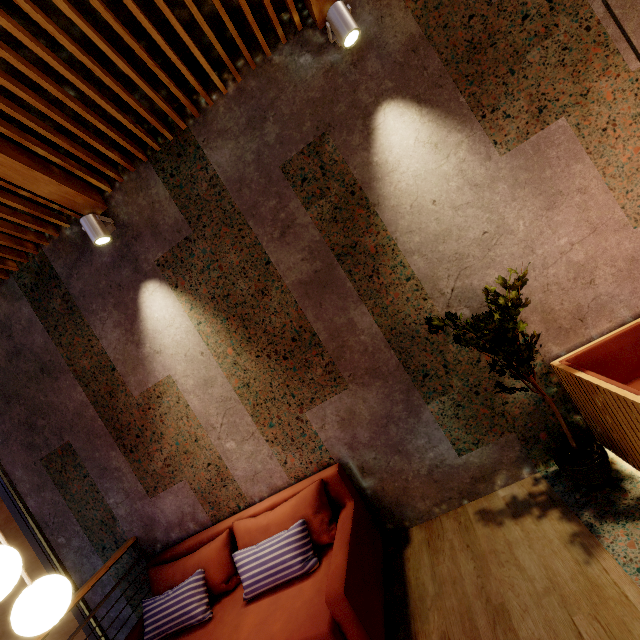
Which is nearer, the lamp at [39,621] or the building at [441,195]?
the lamp at [39,621]

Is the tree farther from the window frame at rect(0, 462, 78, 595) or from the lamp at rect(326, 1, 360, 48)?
the window frame at rect(0, 462, 78, 595)

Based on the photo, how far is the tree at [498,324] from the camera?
2.19m

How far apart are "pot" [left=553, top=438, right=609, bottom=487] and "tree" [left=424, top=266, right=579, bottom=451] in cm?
7

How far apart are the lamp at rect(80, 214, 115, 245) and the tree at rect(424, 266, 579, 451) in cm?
331

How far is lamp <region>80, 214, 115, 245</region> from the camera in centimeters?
288cm

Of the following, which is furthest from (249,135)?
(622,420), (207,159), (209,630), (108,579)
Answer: (108,579)

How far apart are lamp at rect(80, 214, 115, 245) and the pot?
4.22m
